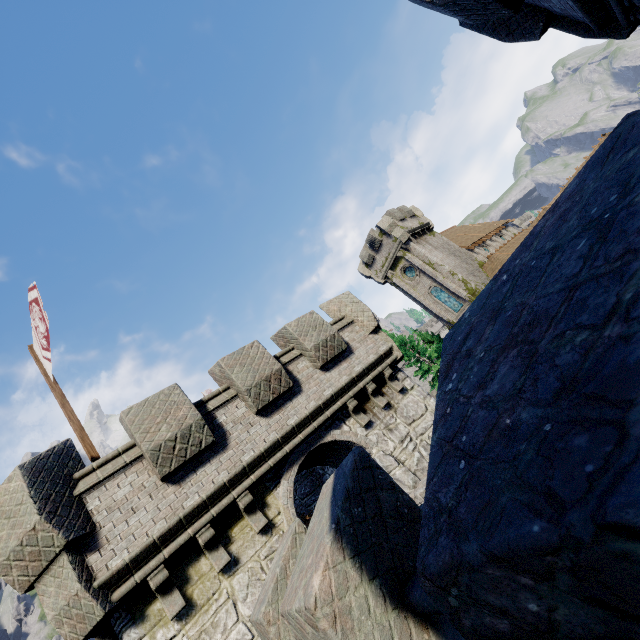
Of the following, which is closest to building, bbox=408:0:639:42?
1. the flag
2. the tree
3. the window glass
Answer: the flag

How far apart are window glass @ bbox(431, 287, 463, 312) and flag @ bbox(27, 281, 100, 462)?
32.86m

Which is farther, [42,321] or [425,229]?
[425,229]

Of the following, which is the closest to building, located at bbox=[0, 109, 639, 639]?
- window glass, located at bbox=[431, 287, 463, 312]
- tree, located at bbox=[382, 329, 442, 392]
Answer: tree, located at bbox=[382, 329, 442, 392]

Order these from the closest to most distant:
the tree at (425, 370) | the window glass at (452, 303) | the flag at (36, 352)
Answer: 1. the flag at (36, 352)
2. the window glass at (452, 303)
3. the tree at (425, 370)

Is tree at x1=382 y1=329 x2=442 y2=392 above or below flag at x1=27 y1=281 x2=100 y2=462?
below

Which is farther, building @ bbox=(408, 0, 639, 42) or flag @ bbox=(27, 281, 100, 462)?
flag @ bbox=(27, 281, 100, 462)

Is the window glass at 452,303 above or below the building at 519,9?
above
